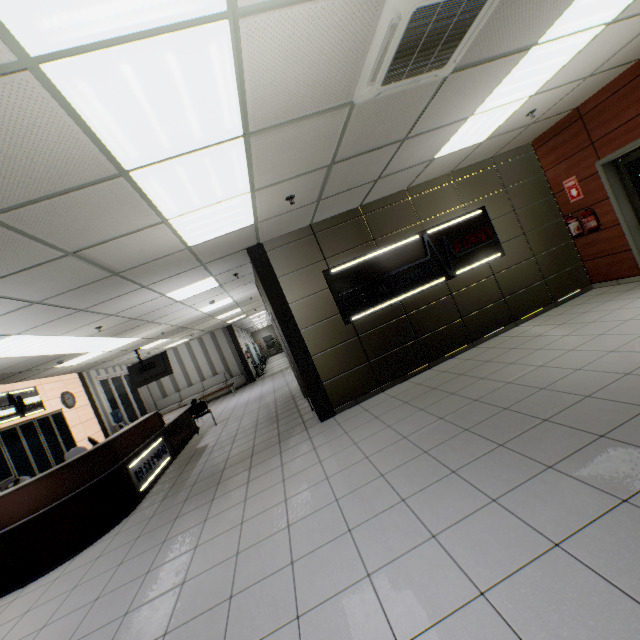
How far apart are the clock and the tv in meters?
1.6

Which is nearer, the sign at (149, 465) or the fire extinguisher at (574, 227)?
the sign at (149, 465)

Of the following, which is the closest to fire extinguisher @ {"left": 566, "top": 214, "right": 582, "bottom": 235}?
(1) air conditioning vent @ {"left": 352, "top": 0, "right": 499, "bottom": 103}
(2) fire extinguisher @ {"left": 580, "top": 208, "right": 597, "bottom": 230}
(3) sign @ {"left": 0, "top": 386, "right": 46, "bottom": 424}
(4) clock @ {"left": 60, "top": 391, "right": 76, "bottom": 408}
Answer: (2) fire extinguisher @ {"left": 580, "top": 208, "right": 597, "bottom": 230}

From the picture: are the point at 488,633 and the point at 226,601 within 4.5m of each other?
yes

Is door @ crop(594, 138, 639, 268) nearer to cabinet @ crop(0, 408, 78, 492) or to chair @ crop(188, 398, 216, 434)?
chair @ crop(188, 398, 216, 434)

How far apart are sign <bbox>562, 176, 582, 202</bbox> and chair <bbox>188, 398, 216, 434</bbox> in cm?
993

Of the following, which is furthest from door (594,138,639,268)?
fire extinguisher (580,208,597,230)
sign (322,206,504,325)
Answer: sign (322,206,504,325)

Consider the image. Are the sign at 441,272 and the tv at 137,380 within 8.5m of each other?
yes
